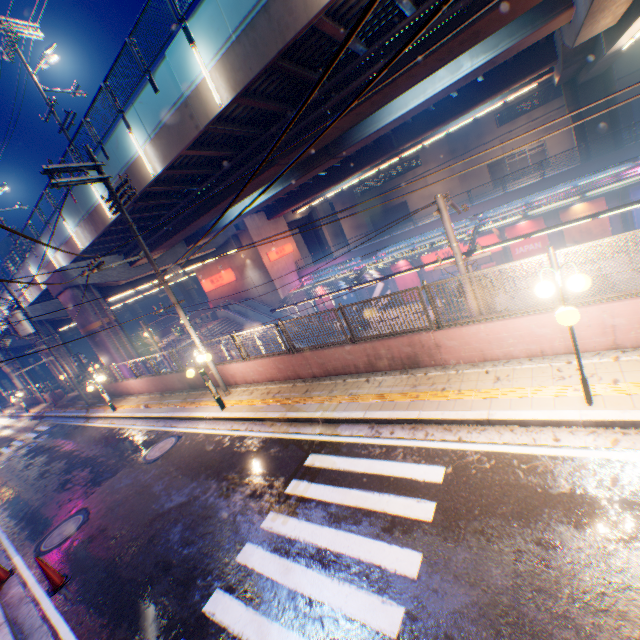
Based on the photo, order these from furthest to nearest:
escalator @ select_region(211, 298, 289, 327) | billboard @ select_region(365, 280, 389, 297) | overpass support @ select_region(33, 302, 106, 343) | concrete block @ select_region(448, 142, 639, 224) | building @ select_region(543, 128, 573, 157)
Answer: building @ select_region(543, 128, 573, 157) → escalator @ select_region(211, 298, 289, 327) → billboard @ select_region(365, 280, 389, 297) → overpass support @ select_region(33, 302, 106, 343) → concrete block @ select_region(448, 142, 639, 224)

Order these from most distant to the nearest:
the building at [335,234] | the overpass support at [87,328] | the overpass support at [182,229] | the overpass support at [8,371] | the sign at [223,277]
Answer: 1. the building at [335,234]
2. the overpass support at [8,371]
3. the sign at [223,277]
4. the overpass support at [87,328]
5. the overpass support at [182,229]

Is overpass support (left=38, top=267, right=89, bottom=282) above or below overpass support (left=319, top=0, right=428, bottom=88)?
below

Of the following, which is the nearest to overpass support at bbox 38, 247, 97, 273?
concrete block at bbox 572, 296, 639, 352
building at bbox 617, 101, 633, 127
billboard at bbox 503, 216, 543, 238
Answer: concrete block at bbox 572, 296, 639, 352

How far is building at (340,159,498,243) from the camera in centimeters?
4319cm

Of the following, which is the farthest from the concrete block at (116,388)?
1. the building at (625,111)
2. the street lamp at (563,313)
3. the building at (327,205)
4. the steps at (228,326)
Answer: the building at (625,111)

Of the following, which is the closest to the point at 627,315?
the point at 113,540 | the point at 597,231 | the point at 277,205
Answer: the point at 113,540

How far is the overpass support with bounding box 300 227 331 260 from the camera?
46.3m
